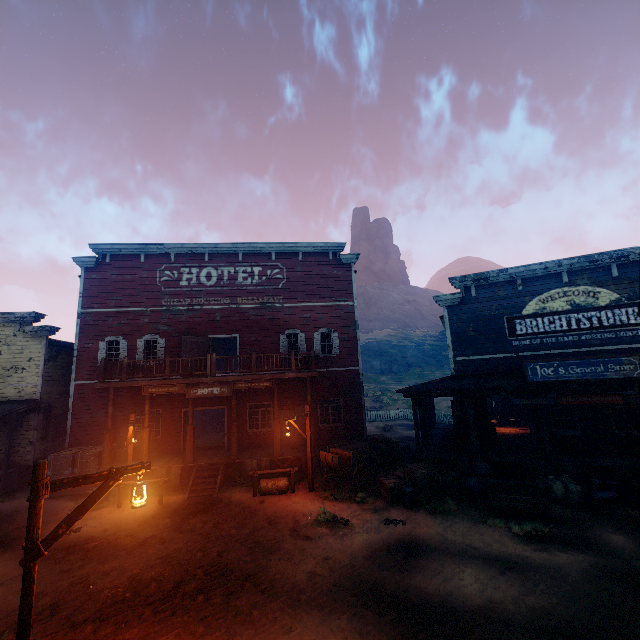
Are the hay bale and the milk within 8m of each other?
yes

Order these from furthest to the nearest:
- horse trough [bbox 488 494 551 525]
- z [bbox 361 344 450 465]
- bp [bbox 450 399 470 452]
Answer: z [bbox 361 344 450 465]
bp [bbox 450 399 470 452]
horse trough [bbox 488 494 551 525]

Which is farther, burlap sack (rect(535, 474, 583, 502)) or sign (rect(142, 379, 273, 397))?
sign (rect(142, 379, 273, 397))

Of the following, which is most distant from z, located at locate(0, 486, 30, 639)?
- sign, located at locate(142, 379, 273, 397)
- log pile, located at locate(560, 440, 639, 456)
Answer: sign, located at locate(142, 379, 273, 397)

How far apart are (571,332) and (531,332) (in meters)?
1.43

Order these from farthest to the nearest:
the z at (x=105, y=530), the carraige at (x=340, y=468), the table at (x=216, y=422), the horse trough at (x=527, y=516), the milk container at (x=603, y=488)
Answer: the table at (x=216, y=422), the carraige at (x=340, y=468), the milk container at (x=603, y=488), the horse trough at (x=527, y=516), the z at (x=105, y=530)

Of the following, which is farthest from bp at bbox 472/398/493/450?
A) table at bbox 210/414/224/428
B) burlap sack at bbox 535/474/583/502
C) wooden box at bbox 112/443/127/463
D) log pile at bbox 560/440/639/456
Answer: table at bbox 210/414/224/428

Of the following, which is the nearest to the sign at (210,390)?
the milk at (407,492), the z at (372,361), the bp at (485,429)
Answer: the z at (372,361)
